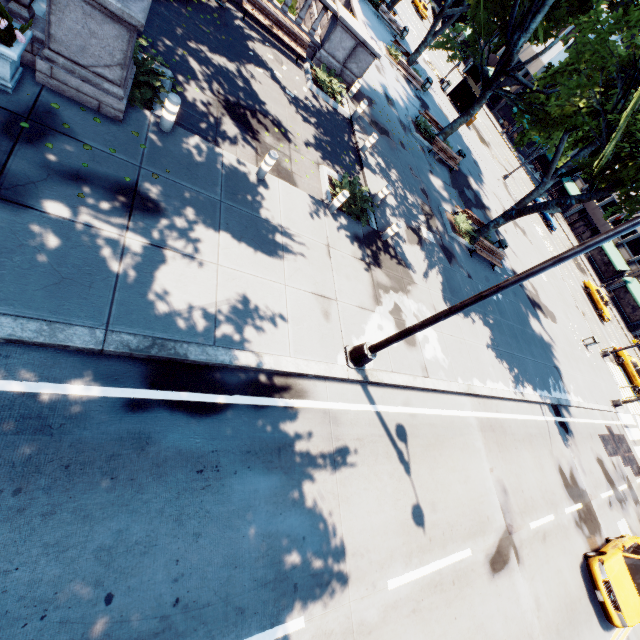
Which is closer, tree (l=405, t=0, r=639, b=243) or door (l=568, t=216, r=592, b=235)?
tree (l=405, t=0, r=639, b=243)

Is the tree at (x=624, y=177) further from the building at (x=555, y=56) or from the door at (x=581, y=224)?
the door at (x=581, y=224)

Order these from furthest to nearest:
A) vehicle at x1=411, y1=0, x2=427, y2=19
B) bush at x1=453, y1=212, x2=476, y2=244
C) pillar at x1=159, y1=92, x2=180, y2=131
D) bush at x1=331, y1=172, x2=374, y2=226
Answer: vehicle at x1=411, y1=0, x2=427, y2=19 → bush at x1=453, y1=212, x2=476, y2=244 → bush at x1=331, y1=172, x2=374, y2=226 → pillar at x1=159, y1=92, x2=180, y2=131

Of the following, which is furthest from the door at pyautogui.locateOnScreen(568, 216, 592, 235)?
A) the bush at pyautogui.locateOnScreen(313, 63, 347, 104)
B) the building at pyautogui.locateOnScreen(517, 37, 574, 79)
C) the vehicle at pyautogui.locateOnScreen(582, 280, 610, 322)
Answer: the bush at pyautogui.locateOnScreen(313, 63, 347, 104)

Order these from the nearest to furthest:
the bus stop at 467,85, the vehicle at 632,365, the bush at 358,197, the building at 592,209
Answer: the bush at 358,197, the vehicle at 632,365, the bus stop at 467,85, the building at 592,209

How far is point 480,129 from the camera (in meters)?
41.50

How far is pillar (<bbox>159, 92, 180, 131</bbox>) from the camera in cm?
699

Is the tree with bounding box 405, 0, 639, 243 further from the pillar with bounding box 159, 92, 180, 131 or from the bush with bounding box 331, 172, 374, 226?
the bush with bounding box 331, 172, 374, 226
